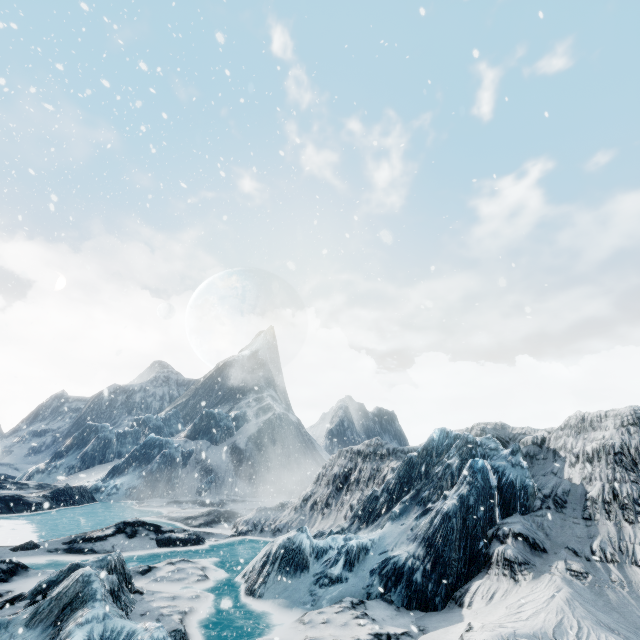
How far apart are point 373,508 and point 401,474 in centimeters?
182cm
